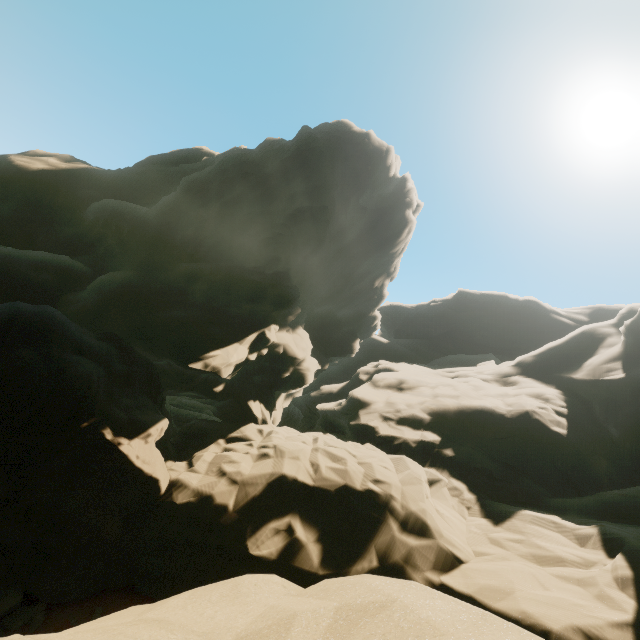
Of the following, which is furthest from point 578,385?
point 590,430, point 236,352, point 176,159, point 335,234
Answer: point 176,159
